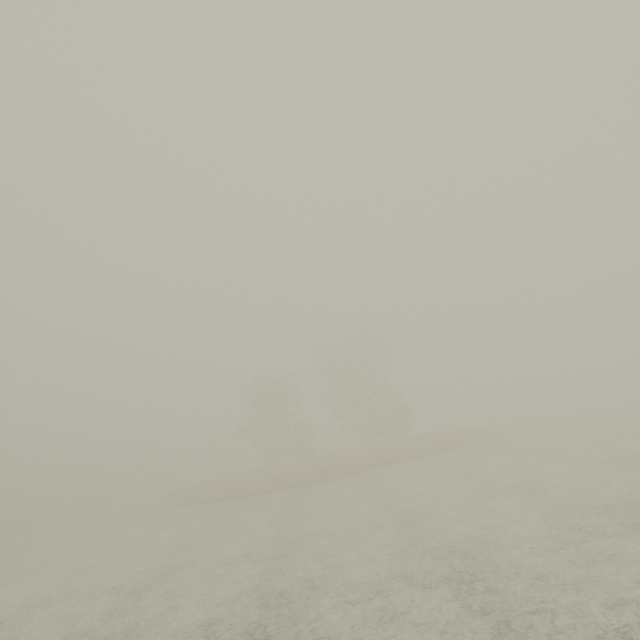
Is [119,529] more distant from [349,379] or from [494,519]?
[494,519]
